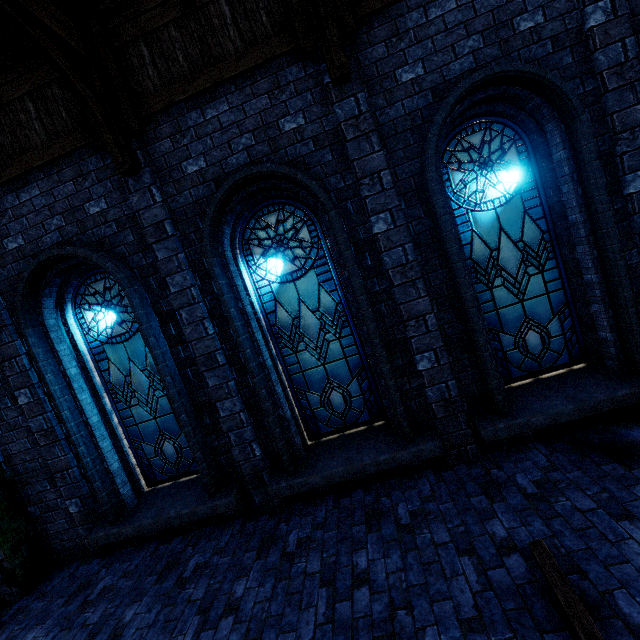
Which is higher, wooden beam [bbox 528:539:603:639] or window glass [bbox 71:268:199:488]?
window glass [bbox 71:268:199:488]

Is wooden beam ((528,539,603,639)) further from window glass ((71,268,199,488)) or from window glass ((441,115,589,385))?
window glass ((71,268,199,488))

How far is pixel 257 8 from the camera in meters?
4.0

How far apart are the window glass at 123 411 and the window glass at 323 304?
1.5m

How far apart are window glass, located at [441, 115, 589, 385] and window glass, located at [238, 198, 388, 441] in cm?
154

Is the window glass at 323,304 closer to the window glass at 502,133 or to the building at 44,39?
the building at 44,39

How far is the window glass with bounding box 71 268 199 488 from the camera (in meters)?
5.15

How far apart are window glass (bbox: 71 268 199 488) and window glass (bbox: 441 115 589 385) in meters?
4.5
